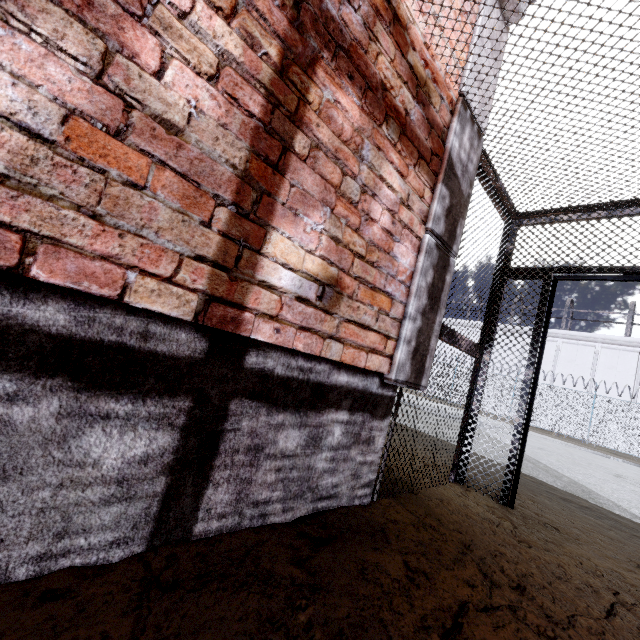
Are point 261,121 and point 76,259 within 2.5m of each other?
yes

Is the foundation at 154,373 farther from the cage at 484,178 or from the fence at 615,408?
the fence at 615,408

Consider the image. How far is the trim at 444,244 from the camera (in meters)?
2.03

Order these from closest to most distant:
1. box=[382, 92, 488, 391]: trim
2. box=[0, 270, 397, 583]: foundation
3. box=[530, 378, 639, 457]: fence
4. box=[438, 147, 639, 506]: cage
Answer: box=[0, 270, 397, 583]: foundation, box=[382, 92, 488, 391]: trim, box=[438, 147, 639, 506]: cage, box=[530, 378, 639, 457]: fence

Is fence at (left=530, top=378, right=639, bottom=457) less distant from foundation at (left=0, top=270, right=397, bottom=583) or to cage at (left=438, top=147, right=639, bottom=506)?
cage at (left=438, top=147, right=639, bottom=506)

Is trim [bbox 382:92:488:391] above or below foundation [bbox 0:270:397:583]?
above

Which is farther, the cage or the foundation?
the cage
